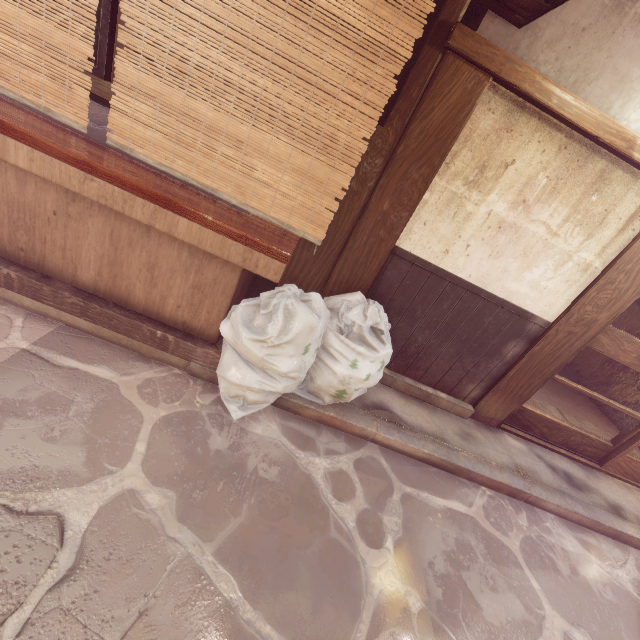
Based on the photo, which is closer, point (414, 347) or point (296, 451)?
point (296, 451)

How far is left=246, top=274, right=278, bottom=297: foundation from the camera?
6.46m

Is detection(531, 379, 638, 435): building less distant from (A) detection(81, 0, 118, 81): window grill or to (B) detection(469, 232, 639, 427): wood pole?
(B) detection(469, 232, 639, 427): wood pole

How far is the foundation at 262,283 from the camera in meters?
6.5

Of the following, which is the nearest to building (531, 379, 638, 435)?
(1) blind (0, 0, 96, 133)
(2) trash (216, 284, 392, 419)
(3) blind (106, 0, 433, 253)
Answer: (2) trash (216, 284, 392, 419)

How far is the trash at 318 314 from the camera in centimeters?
424cm

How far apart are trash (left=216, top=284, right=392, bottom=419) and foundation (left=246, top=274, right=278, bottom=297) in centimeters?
140cm

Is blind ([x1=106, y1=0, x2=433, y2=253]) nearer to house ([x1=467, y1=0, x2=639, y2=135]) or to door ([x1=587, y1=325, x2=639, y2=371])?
house ([x1=467, y1=0, x2=639, y2=135])
